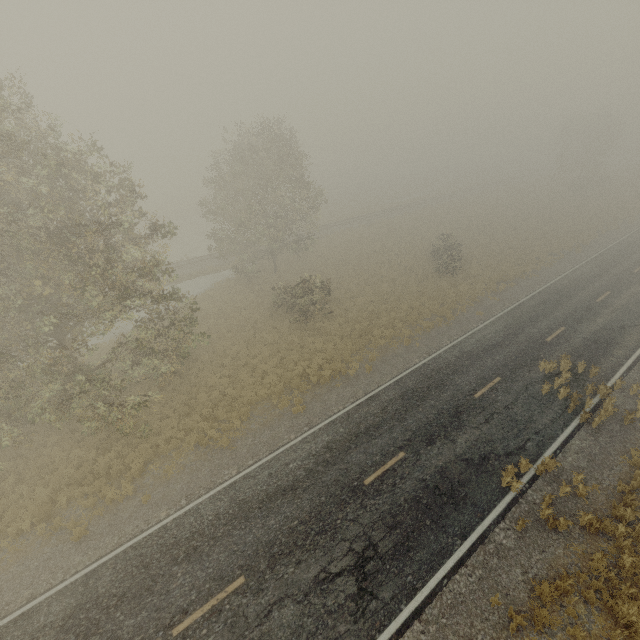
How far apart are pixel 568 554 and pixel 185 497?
13.8m
